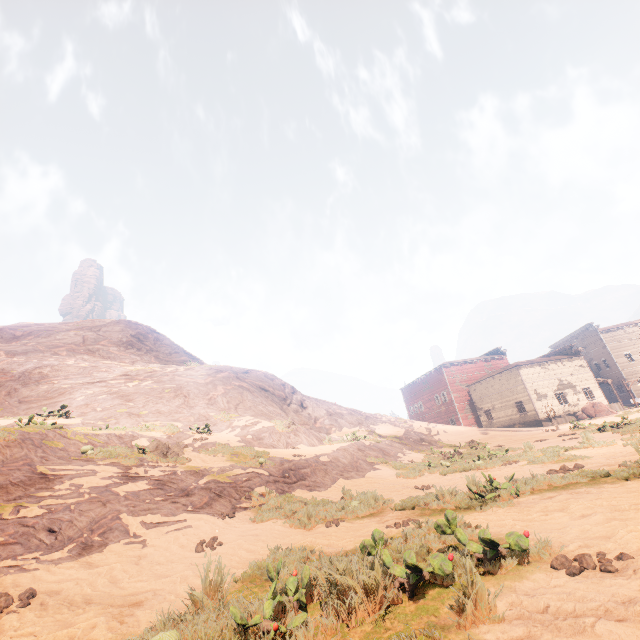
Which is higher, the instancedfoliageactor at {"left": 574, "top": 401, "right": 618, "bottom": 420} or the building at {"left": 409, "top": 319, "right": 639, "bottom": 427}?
the building at {"left": 409, "top": 319, "right": 639, "bottom": 427}

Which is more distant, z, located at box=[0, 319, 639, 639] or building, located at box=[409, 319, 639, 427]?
building, located at box=[409, 319, 639, 427]

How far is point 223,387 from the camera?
21.27m

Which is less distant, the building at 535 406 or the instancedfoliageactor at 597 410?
the instancedfoliageactor at 597 410

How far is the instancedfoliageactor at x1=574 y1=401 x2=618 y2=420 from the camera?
33.6m

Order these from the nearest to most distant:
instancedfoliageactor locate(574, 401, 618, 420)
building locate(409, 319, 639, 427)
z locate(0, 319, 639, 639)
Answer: z locate(0, 319, 639, 639) < instancedfoliageactor locate(574, 401, 618, 420) < building locate(409, 319, 639, 427)

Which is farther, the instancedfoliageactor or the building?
the building

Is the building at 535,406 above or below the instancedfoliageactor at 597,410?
above
